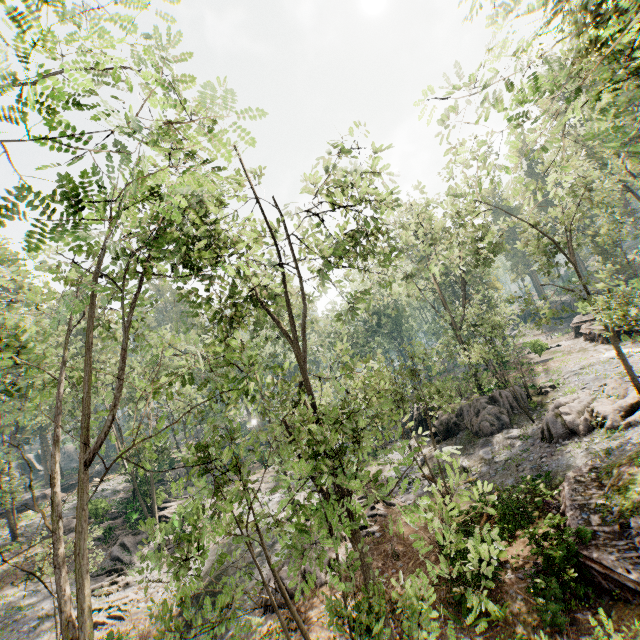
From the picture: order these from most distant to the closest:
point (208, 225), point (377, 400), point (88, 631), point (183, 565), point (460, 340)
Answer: point (460, 340) < point (377, 400) < point (208, 225) < point (183, 565) < point (88, 631)

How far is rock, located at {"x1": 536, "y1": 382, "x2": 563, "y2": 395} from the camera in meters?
24.5

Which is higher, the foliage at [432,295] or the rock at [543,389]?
the rock at [543,389]

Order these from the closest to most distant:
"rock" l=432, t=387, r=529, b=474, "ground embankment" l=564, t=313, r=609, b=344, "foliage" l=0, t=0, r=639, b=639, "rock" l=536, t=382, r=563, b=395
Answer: "foliage" l=0, t=0, r=639, b=639 < "rock" l=432, t=387, r=529, b=474 < "rock" l=536, t=382, r=563, b=395 < "ground embankment" l=564, t=313, r=609, b=344

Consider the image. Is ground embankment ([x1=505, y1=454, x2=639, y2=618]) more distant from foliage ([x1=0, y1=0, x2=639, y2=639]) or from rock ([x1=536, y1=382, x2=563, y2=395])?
rock ([x1=536, y1=382, x2=563, y2=395])

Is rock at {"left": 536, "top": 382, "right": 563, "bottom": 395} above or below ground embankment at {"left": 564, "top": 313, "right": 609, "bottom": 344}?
below

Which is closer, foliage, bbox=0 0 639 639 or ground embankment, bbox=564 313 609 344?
foliage, bbox=0 0 639 639

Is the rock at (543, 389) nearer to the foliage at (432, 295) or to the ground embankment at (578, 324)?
the foliage at (432, 295)
